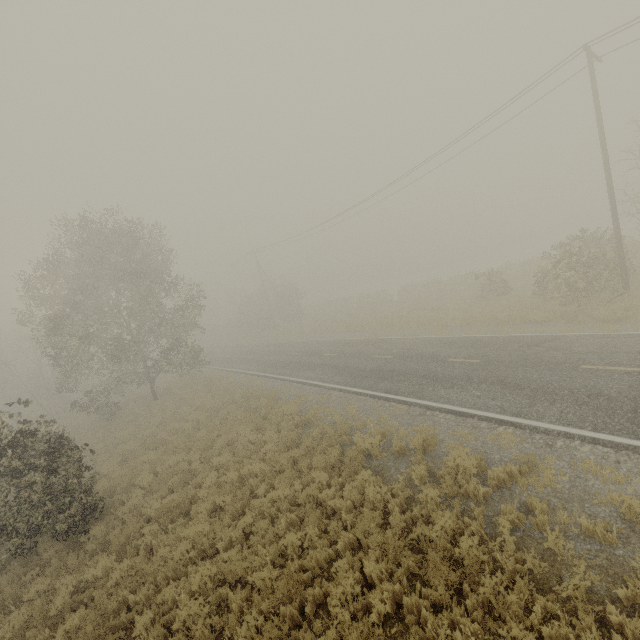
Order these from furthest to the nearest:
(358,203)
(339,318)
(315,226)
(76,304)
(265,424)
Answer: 1. (339,318)
2. (315,226)
3. (358,203)
4. (76,304)
5. (265,424)
